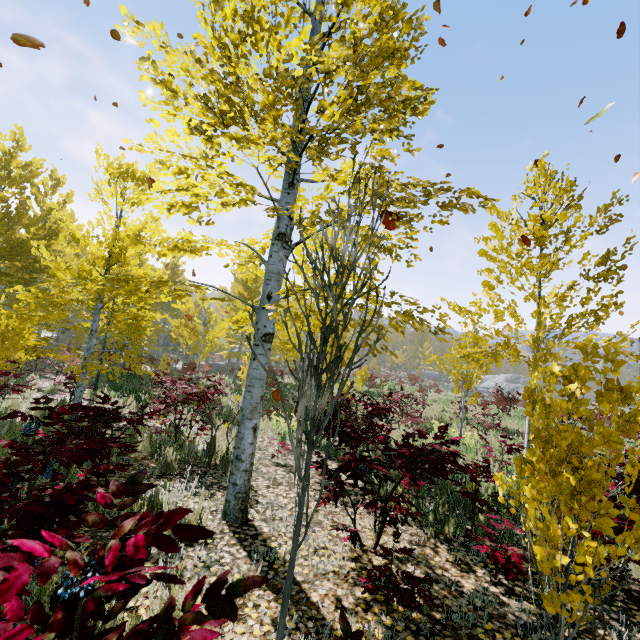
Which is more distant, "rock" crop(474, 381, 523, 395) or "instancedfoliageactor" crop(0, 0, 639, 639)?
"rock" crop(474, 381, 523, 395)

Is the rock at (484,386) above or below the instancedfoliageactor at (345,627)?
below

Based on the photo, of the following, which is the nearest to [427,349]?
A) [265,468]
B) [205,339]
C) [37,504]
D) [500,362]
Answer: [205,339]

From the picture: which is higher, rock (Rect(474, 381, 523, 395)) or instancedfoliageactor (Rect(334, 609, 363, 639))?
instancedfoliageactor (Rect(334, 609, 363, 639))

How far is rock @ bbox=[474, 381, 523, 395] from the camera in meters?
52.5 m

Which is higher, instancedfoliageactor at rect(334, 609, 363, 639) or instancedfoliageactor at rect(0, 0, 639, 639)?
instancedfoliageactor at rect(334, 609, 363, 639)

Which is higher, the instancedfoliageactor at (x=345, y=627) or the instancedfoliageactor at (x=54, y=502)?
the instancedfoliageactor at (x=345, y=627)
